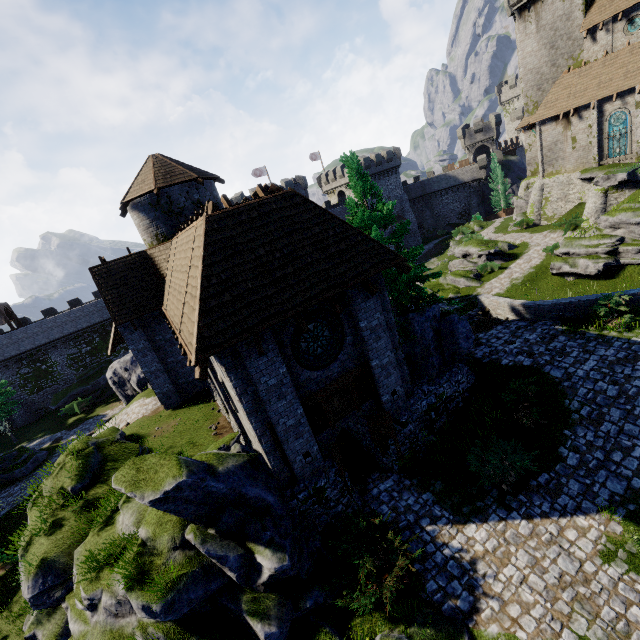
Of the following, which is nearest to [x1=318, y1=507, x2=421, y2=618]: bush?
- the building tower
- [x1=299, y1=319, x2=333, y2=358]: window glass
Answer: [x1=299, y1=319, x2=333, y2=358]: window glass

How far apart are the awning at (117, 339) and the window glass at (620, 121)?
42.5m

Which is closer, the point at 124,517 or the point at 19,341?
the point at 124,517

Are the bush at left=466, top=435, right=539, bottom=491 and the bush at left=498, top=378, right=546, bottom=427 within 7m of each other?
yes

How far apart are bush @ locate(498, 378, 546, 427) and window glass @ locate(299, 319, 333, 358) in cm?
670

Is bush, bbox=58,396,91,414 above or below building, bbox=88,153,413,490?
below

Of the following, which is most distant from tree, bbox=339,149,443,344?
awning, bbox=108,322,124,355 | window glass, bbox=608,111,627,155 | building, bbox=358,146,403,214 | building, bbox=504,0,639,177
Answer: building, bbox=358,146,403,214

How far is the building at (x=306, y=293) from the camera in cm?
871
